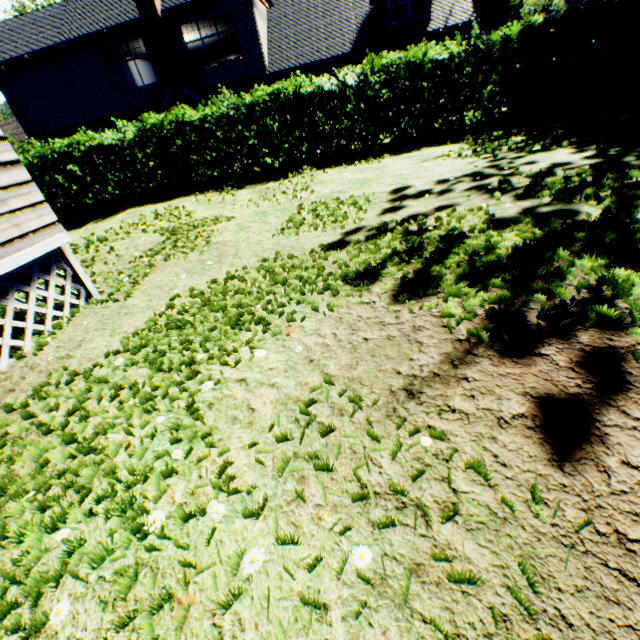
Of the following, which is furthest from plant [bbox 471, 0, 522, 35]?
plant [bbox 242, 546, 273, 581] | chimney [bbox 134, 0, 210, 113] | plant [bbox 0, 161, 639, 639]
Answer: plant [bbox 242, 546, 273, 581]

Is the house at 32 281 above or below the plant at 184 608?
above

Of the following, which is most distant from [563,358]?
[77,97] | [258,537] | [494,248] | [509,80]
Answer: [77,97]

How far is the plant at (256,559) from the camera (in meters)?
1.28

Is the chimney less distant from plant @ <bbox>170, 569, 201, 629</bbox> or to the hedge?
the hedge

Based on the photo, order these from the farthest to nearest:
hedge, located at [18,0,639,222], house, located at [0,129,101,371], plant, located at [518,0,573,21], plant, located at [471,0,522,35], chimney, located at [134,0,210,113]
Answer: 1. plant, located at [471,0,522,35]
2. plant, located at [518,0,573,21]
3. chimney, located at [134,0,210,113]
4. hedge, located at [18,0,639,222]
5. house, located at [0,129,101,371]

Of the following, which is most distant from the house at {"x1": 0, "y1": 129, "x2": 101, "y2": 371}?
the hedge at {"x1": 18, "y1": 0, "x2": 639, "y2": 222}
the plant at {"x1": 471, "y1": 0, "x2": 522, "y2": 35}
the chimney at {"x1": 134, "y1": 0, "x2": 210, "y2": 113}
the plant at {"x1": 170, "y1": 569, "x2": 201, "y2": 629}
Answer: the plant at {"x1": 471, "y1": 0, "x2": 522, "y2": 35}

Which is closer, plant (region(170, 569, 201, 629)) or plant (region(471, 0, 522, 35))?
plant (region(170, 569, 201, 629))
